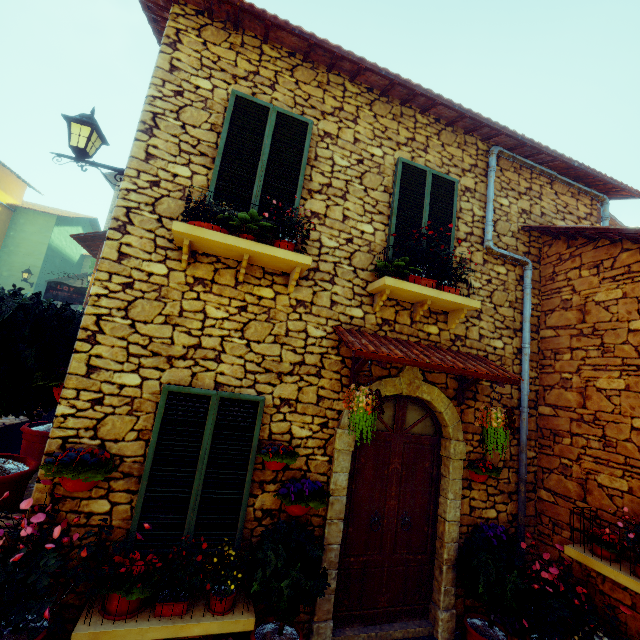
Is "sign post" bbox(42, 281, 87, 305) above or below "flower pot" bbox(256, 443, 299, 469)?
above

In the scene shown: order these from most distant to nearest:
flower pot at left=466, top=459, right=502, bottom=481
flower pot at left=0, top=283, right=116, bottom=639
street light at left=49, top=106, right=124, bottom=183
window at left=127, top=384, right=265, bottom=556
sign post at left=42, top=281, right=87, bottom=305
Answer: sign post at left=42, top=281, right=87, bottom=305
flower pot at left=466, top=459, right=502, bottom=481
street light at left=49, top=106, right=124, bottom=183
window at left=127, top=384, right=265, bottom=556
flower pot at left=0, top=283, right=116, bottom=639

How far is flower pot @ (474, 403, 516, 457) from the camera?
4.0m

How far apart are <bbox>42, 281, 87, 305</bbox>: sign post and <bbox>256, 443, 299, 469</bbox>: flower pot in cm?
916

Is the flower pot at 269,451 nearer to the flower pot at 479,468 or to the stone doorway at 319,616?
the stone doorway at 319,616

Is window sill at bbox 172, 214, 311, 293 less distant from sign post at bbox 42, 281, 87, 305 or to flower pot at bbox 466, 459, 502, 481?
flower pot at bbox 466, 459, 502, 481

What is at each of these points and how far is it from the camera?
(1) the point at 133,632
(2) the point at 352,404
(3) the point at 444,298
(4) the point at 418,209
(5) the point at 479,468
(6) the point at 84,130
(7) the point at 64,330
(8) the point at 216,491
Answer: (1) window sill, 2.8m
(2) flower pot, 3.5m
(3) window sill, 4.3m
(4) window, 4.8m
(5) flower pot, 4.4m
(6) street light, 3.8m
(7) flower pot, 3.9m
(8) window, 3.5m

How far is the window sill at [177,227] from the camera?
3.38m
